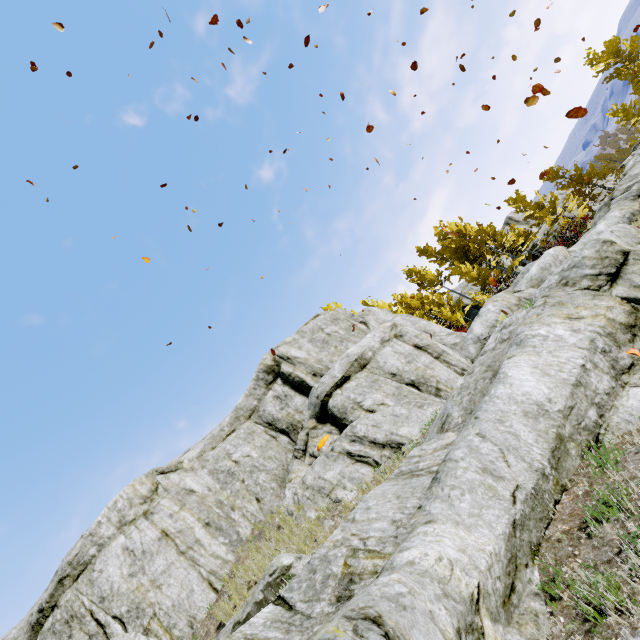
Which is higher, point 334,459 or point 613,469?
point 334,459

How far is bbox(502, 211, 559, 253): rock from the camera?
32.12m

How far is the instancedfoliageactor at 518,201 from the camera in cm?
2300

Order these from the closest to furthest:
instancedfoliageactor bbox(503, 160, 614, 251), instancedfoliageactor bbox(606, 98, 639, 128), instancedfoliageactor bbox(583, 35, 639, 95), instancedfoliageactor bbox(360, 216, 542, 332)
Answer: instancedfoliageactor bbox(503, 160, 614, 251) < instancedfoliageactor bbox(583, 35, 639, 95) < instancedfoliageactor bbox(360, 216, 542, 332) < instancedfoliageactor bbox(606, 98, 639, 128)

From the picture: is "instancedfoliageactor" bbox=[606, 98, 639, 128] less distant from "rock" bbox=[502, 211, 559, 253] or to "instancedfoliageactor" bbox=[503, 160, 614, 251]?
"rock" bbox=[502, 211, 559, 253]

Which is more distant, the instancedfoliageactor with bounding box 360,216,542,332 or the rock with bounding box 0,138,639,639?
the instancedfoliageactor with bounding box 360,216,542,332

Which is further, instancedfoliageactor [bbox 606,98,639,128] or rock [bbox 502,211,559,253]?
instancedfoliageactor [bbox 606,98,639,128]

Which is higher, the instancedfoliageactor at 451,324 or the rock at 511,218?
the rock at 511,218
